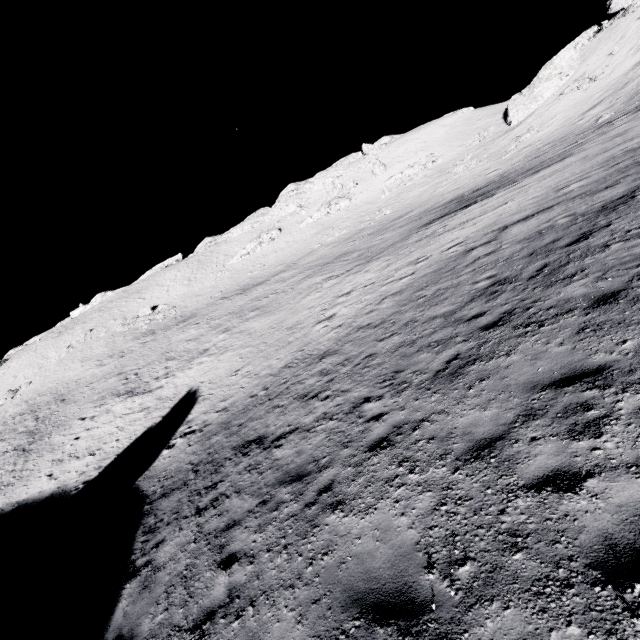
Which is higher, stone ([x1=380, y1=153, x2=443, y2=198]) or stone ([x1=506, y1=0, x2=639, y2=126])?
stone ([x1=506, y1=0, x2=639, y2=126])

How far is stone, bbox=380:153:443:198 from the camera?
56.03m

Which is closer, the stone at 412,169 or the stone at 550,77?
the stone at 550,77

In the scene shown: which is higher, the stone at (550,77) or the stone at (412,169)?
the stone at (550,77)

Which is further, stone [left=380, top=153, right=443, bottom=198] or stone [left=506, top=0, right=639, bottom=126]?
stone [left=380, top=153, right=443, bottom=198]

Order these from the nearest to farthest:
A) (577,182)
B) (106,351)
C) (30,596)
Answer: (30,596) < (577,182) < (106,351)
